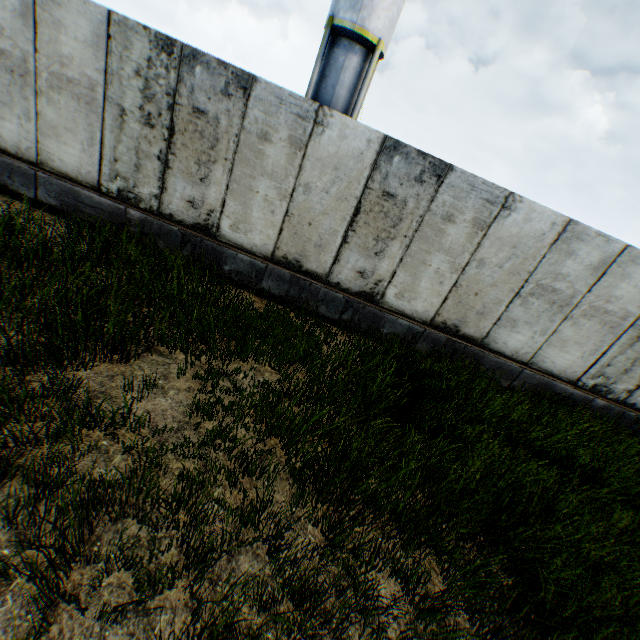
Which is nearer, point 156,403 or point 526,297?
point 156,403
